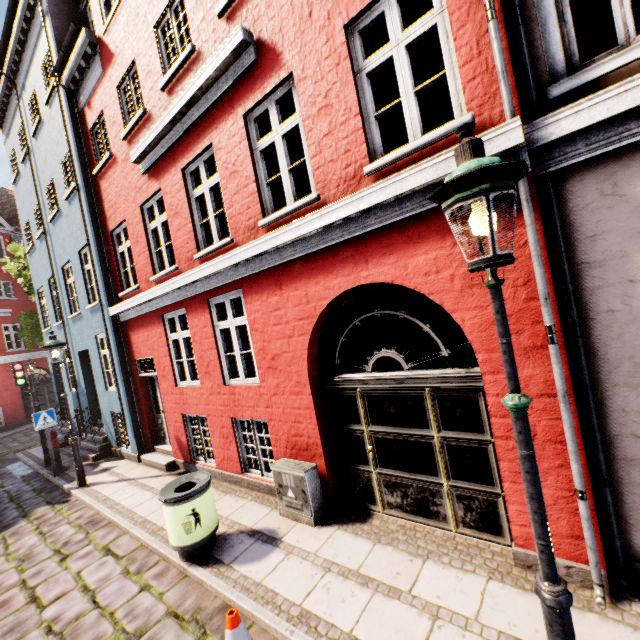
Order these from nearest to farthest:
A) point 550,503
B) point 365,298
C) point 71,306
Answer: point 550,503, point 71,306, point 365,298

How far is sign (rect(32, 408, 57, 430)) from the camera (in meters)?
9.03

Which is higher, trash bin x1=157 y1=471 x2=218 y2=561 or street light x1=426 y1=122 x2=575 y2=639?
street light x1=426 y1=122 x2=575 y2=639

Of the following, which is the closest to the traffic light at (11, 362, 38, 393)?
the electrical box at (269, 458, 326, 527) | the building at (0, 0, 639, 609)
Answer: the building at (0, 0, 639, 609)

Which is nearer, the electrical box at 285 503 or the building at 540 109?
the building at 540 109

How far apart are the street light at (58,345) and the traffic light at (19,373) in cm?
338

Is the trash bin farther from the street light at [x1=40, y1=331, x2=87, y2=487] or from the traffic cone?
the street light at [x1=40, y1=331, x2=87, y2=487]

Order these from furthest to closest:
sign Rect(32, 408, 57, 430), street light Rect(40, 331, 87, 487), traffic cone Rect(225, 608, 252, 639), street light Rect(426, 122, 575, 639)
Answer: sign Rect(32, 408, 57, 430) < street light Rect(40, 331, 87, 487) < traffic cone Rect(225, 608, 252, 639) < street light Rect(426, 122, 575, 639)
